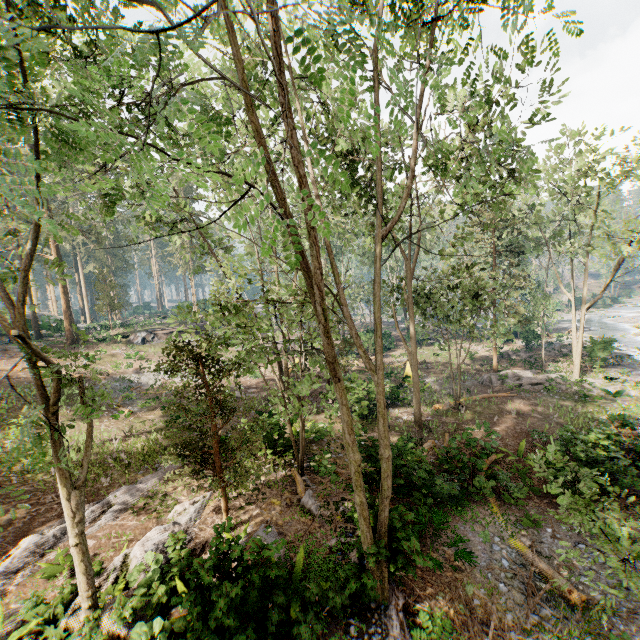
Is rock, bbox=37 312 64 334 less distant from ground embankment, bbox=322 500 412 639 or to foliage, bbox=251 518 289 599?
foliage, bbox=251 518 289 599

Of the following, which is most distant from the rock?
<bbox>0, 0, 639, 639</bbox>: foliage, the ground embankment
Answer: the ground embankment

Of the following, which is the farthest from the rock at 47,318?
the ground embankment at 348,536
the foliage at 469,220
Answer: the ground embankment at 348,536

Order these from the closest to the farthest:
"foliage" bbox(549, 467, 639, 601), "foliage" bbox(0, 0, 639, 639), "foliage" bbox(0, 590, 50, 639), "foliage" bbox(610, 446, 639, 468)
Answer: "foliage" bbox(0, 0, 639, 639), "foliage" bbox(549, 467, 639, 601), "foliage" bbox(0, 590, 50, 639), "foliage" bbox(610, 446, 639, 468)

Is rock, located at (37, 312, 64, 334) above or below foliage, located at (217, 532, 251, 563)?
above

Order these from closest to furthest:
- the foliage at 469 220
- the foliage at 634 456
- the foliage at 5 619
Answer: the foliage at 469 220
the foliage at 5 619
the foliage at 634 456

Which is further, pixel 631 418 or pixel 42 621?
pixel 631 418
